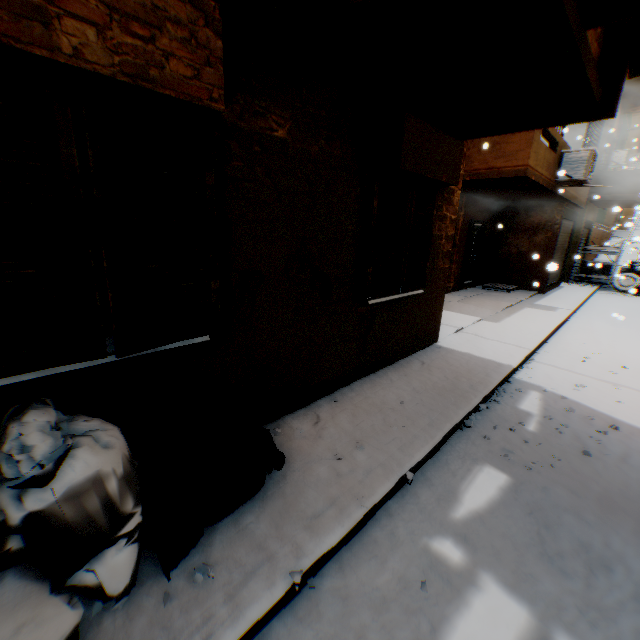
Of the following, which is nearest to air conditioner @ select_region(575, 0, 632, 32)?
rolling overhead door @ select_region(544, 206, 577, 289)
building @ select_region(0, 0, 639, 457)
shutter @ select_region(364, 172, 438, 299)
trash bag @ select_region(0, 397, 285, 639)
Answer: building @ select_region(0, 0, 639, 457)

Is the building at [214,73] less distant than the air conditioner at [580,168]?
Yes

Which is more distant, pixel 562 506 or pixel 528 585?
pixel 562 506

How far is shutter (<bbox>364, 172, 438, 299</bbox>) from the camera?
4.0 meters

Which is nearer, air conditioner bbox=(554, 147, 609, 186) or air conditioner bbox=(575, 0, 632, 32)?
air conditioner bbox=(575, 0, 632, 32)

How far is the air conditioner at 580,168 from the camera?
8.6 meters

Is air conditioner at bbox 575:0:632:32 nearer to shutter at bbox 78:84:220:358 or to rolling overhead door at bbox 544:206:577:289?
shutter at bbox 78:84:220:358

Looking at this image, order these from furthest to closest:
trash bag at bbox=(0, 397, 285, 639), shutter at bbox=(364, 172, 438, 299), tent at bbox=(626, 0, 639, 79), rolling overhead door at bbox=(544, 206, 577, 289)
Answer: rolling overhead door at bbox=(544, 206, 577, 289) < shutter at bbox=(364, 172, 438, 299) < tent at bbox=(626, 0, 639, 79) < trash bag at bbox=(0, 397, 285, 639)
